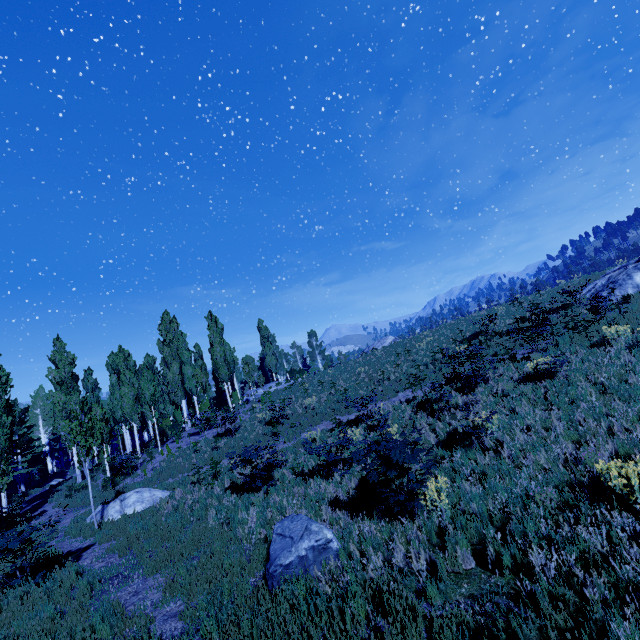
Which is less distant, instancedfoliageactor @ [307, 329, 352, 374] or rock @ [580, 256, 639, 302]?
rock @ [580, 256, 639, 302]

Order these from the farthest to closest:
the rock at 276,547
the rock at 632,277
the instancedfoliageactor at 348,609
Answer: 1. the rock at 632,277
2. the rock at 276,547
3. the instancedfoliageactor at 348,609

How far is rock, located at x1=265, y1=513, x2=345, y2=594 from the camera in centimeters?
586cm

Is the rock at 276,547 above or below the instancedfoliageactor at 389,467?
below

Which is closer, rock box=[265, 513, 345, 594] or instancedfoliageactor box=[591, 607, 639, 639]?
instancedfoliageactor box=[591, 607, 639, 639]

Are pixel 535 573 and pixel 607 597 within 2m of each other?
yes

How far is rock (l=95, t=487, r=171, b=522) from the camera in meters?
13.6 m

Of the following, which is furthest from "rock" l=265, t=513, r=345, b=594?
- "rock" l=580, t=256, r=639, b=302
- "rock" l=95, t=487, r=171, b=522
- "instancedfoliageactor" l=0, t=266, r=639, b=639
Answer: "rock" l=580, t=256, r=639, b=302
